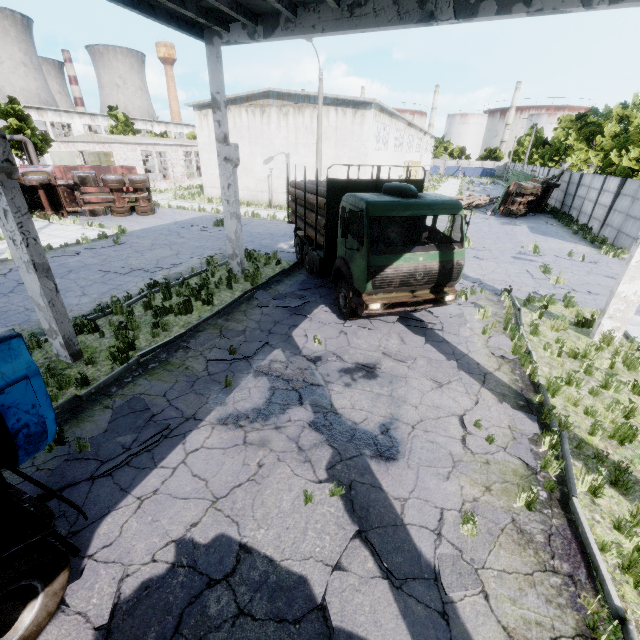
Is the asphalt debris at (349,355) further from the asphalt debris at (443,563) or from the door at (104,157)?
the door at (104,157)

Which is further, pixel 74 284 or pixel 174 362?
pixel 74 284

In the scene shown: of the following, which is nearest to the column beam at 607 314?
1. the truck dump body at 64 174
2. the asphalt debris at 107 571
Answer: the asphalt debris at 107 571

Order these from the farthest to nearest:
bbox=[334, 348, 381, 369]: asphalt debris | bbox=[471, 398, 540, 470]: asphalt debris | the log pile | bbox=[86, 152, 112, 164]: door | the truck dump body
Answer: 1. bbox=[86, 152, 112, 164]: door
2. the log pile
3. the truck dump body
4. bbox=[334, 348, 381, 369]: asphalt debris
5. bbox=[471, 398, 540, 470]: asphalt debris

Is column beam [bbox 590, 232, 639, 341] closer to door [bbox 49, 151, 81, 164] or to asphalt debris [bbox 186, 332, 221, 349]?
asphalt debris [bbox 186, 332, 221, 349]

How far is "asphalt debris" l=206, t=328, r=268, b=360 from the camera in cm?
796

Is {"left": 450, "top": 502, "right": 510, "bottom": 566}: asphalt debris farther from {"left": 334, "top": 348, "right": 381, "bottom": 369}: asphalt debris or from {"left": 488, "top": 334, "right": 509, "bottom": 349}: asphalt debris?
{"left": 488, "top": 334, "right": 509, "bottom": 349}: asphalt debris

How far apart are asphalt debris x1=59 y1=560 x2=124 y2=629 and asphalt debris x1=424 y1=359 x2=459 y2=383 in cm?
642
